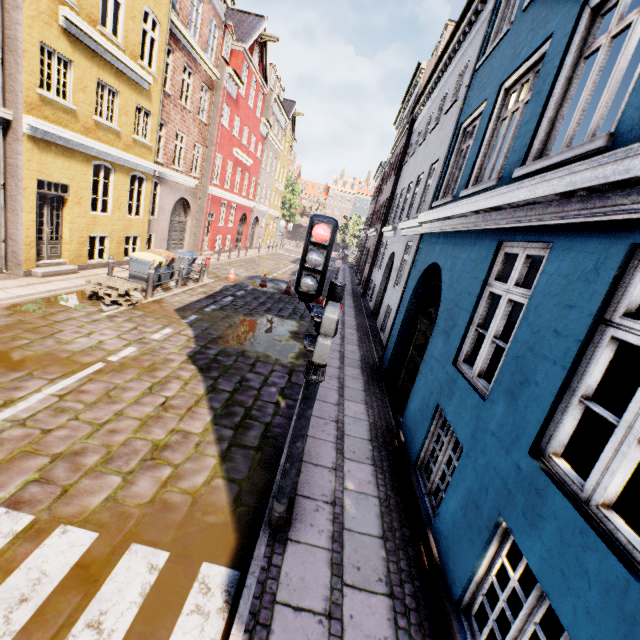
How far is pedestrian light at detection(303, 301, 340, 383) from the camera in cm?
275

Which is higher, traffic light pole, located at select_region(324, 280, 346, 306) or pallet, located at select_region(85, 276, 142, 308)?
traffic light pole, located at select_region(324, 280, 346, 306)

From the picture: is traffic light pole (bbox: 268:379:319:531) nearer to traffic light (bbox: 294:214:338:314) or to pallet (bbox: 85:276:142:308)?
traffic light (bbox: 294:214:338:314)

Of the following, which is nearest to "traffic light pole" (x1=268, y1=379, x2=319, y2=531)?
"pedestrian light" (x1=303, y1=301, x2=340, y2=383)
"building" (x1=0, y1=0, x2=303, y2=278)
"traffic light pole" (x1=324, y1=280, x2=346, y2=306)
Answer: "pedestrian light" (x1=303, y1=301, x2=340, y2=383)

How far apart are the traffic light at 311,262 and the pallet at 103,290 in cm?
823

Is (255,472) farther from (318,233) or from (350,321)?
(350,321)

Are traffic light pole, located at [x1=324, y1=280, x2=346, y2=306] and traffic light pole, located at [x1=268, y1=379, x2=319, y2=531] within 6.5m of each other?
yes

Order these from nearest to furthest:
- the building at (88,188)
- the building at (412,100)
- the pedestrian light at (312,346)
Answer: the building at (412,100) < the pedestrian light at (312,346) < the building at (88,188)
